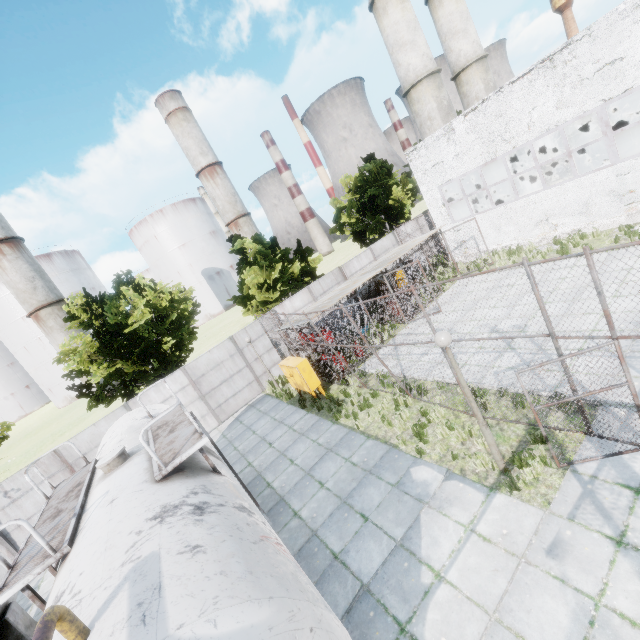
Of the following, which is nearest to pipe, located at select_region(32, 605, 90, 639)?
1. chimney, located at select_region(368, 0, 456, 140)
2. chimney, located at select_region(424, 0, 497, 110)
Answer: chimney, located at select_region(368, 0, 456, 140)

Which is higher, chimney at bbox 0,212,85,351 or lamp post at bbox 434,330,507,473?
chimney at bbox 0,212,85,351

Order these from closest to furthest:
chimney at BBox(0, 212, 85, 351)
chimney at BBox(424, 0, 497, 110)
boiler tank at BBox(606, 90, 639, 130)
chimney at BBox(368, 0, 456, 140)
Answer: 1. boiler tank at BBox(606, 90, 639, 130)
2. chimney at BBox(368, 0, 456, 140)
3. chimney at BBox(424, 0, 497, 110)
4. chimney at BBox(0, 212, 85, 351)

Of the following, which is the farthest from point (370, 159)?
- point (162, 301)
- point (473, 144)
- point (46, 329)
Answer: point (46, 329)

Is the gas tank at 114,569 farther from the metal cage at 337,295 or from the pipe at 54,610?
the metal cage at 337,295

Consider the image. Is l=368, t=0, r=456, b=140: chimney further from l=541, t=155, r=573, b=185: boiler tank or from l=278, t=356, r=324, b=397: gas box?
l=278, t=356, r=324, b=397: gas box

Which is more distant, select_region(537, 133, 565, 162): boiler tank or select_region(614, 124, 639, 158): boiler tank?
select_region(537, 133, 565, 162): boiler tank

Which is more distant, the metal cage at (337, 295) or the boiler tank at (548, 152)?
the boiler tank at (548, 152)
